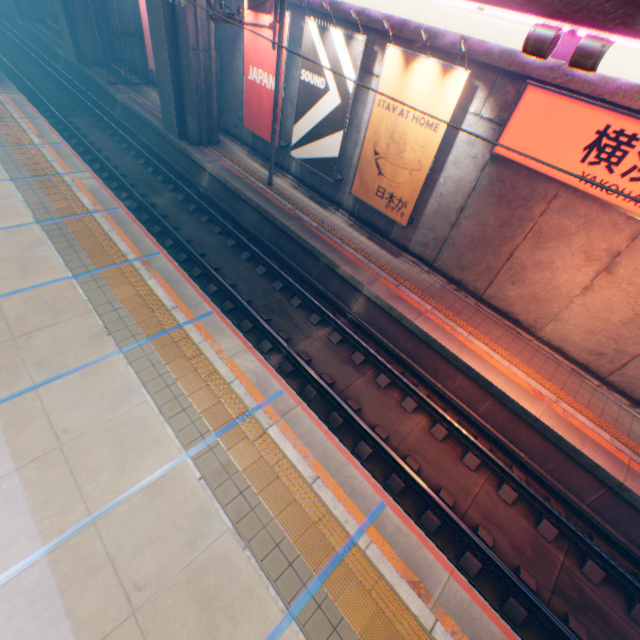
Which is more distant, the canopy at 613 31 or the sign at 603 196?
the sign at 603 196

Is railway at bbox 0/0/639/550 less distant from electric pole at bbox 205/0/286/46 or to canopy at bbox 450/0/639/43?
electric pole at bbox 205/0/286/46

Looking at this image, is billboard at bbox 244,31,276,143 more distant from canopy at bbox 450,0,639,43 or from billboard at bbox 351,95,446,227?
canopy at bbox 450,0,639,43

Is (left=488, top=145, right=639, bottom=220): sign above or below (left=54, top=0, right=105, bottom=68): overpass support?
above

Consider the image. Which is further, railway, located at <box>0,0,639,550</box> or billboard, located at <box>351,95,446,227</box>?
billboard, located at <box>351,95,446,227</box>

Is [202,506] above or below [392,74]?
below

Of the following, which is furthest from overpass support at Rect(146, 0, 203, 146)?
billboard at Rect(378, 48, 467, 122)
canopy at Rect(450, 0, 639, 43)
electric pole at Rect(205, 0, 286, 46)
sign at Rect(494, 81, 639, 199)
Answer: sign at Rect(494, 81, 639, 199)

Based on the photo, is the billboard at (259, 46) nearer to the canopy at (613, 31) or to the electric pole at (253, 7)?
the electric pole at (253, 7)
